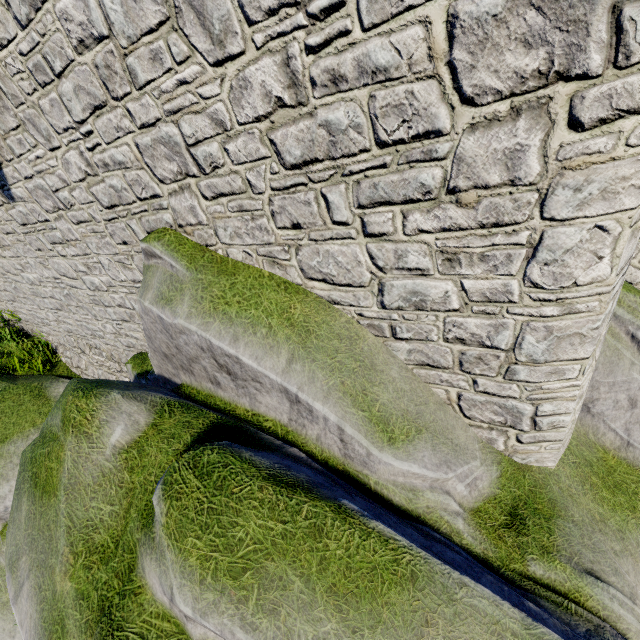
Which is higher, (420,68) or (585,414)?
(420,68)
